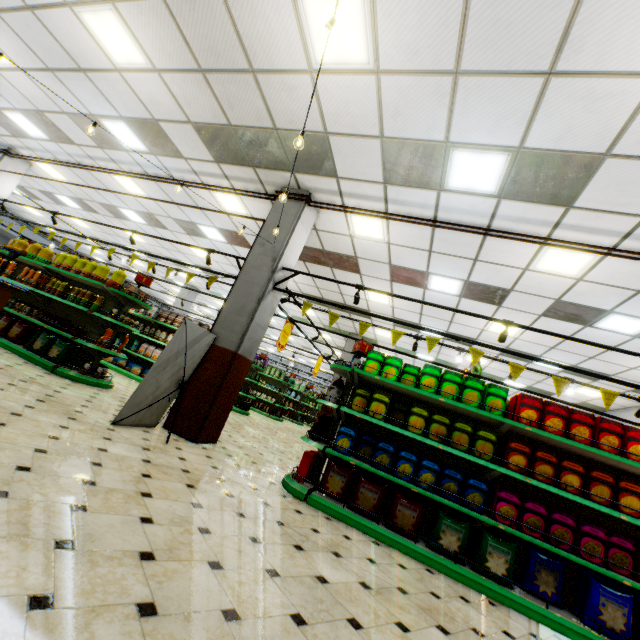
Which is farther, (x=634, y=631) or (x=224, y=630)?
(x=634, y=631)

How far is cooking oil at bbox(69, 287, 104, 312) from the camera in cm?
671

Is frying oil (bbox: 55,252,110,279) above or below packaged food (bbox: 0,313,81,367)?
above

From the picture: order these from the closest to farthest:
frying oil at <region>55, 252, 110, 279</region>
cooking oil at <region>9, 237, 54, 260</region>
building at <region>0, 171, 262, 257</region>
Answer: frying oil at <region>55, 252, 110, 279</region> → cooking oil at <region>9, 237, 54, 260</region> → building at <region>0, 171, 262, 257</region>

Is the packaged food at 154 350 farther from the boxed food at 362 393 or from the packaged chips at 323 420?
the boxed food at 362 393

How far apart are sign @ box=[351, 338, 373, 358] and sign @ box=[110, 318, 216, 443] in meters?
2.3 m

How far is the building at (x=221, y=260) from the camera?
12.4m

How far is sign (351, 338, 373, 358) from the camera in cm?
532
